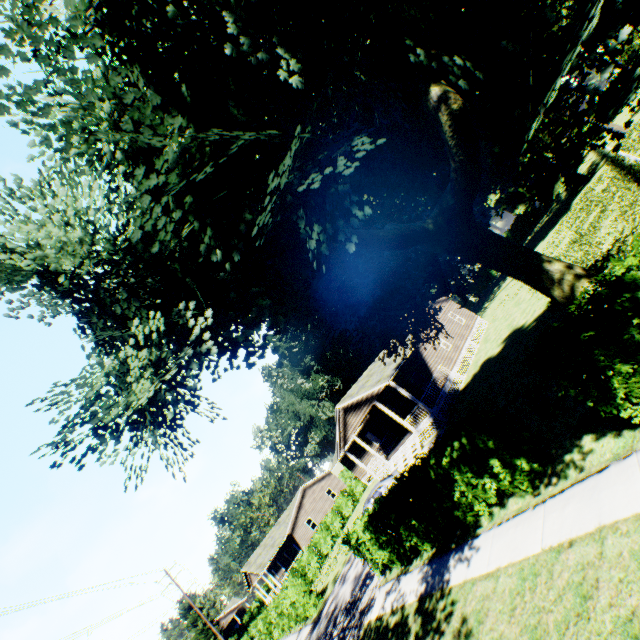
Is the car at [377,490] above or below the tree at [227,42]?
below

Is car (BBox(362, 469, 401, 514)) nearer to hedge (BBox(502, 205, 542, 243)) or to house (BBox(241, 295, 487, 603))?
house (BBox(241, 295, 487, 603))

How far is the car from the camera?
18.5m

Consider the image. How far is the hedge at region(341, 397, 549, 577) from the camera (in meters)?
7.79

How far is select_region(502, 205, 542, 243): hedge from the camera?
52.0m

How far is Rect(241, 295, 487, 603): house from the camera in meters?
22.9 m

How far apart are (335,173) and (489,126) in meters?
4.4

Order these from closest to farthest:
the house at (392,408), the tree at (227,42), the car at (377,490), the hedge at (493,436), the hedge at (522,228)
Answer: the tree at (227,42), the hedge at (493,436), the car at (377,490), the house at (392,408), the hedge at (522,228)
